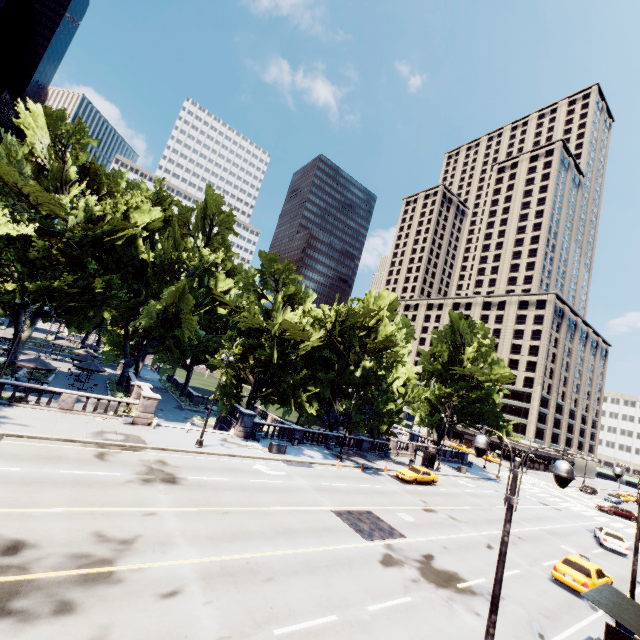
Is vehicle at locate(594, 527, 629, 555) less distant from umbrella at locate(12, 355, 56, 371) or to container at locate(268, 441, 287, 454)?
container at locate(268, 441, 287, 454)

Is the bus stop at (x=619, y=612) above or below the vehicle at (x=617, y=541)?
above

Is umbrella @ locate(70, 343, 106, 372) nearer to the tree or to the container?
the tree

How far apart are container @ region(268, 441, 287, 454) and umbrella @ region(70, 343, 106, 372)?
23.6 meters

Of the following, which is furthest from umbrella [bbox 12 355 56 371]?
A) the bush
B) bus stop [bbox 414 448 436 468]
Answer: bus stop [bbox 414 448 436 468]

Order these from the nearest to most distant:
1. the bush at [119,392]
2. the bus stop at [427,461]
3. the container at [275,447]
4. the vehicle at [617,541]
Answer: the vehicle at [617,541] < the container at [275,447] < the bush at [119,392] < the bus stop at [427,461]

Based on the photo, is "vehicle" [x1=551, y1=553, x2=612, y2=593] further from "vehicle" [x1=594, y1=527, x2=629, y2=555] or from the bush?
the bush

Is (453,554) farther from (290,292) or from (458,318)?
(458,318)
